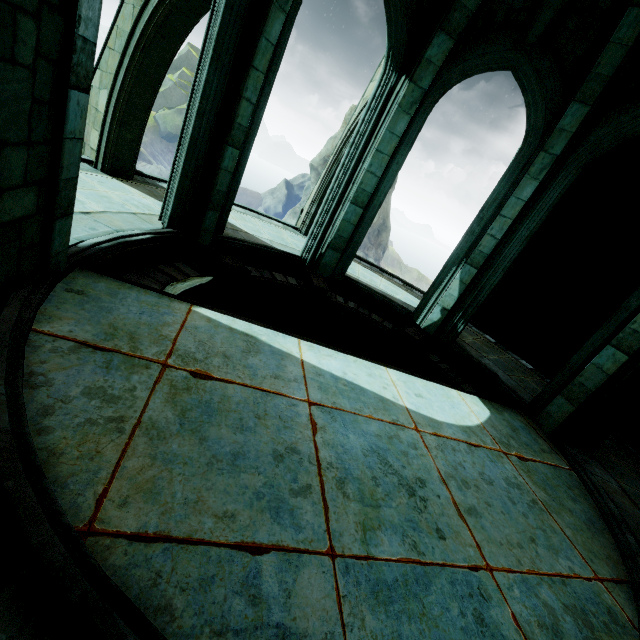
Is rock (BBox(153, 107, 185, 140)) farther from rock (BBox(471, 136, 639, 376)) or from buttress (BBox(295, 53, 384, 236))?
buttress (BBox(295, 53, 384, 236))

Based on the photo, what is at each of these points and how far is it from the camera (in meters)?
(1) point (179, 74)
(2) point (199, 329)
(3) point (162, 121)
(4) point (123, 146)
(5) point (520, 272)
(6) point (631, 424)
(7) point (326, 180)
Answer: (1) rock, 59.78
(2) building, 4.02
(3) rock, 58.78
(4) buttress, 7.29
(5) rock, 10.39
(6) rock, 7.70
(7) buttress, 10.59

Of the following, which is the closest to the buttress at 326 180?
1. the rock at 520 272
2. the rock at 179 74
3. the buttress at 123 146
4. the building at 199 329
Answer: the building at 199 329

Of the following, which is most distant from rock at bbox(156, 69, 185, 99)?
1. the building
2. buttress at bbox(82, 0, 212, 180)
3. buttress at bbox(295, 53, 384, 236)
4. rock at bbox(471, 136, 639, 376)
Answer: the building

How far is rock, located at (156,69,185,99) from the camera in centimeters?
5972cm

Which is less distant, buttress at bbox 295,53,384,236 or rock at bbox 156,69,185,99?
buttress at bbox 295,53,384,236

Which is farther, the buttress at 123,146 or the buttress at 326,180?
the buttress at 326,180

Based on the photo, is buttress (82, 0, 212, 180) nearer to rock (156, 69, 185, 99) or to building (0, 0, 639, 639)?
building (0, 0, 639, 639)
